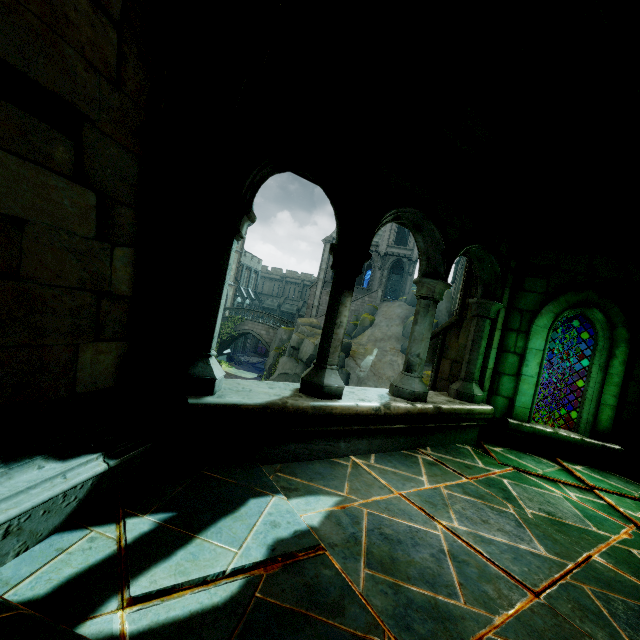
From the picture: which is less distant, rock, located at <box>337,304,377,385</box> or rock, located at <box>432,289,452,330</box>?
rock, located at <box>337,304,377,385</box>

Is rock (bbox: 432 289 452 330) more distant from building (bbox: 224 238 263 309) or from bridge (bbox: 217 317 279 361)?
bridge (bbox: 217 317 279 361)

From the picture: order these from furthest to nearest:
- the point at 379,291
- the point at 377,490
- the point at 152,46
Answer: the point at 379,291 → the point at 377,490 → the point at 152,46

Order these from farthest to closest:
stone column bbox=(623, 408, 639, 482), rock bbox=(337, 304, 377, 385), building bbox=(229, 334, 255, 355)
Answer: building bbox=(229, 334, 255, 355), rock bbox=(337, 304, 377, 385), stone column bbox=(623, 408, 639, 482)

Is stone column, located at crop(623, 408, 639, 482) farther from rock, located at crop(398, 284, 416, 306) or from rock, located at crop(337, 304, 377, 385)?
rock, located at crop(337, 304, 377, 385)

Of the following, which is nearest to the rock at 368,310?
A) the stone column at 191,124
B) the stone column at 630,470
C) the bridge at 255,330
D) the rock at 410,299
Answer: the bridge at 255,330

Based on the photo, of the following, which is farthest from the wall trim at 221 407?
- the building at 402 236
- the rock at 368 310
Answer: the rock at 368 310

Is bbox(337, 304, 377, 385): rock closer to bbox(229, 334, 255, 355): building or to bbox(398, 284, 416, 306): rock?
bbox(229, 334, 255, 355): building
